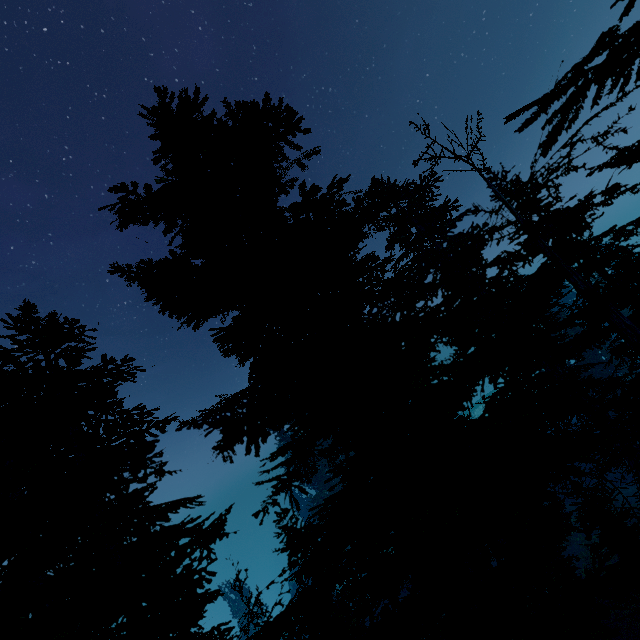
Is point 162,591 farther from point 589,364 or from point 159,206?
point 589,364
